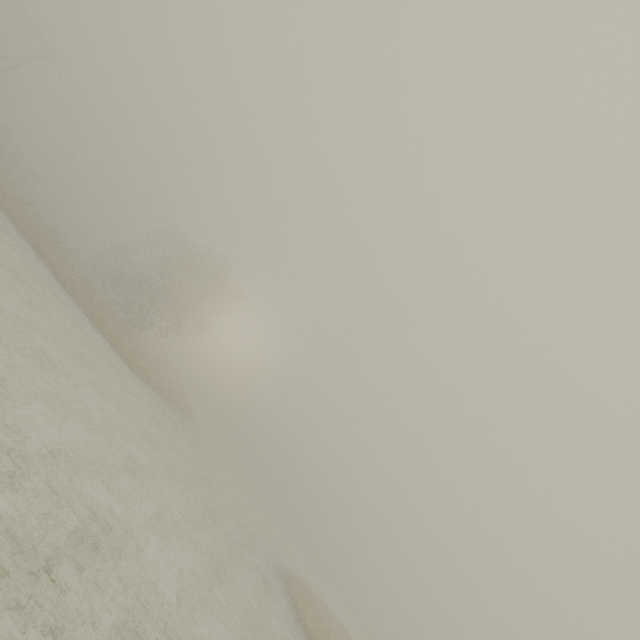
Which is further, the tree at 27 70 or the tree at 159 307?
the tree at 27 70

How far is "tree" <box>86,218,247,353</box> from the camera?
34.7m

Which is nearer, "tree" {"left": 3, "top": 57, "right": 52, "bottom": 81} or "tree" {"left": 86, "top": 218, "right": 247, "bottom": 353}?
"tree" {"left": 86, "top": 218, "right": 247, "bottom": 353}

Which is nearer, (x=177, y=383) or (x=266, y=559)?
(x=266, y=559)

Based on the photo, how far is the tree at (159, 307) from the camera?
34.7 meters
